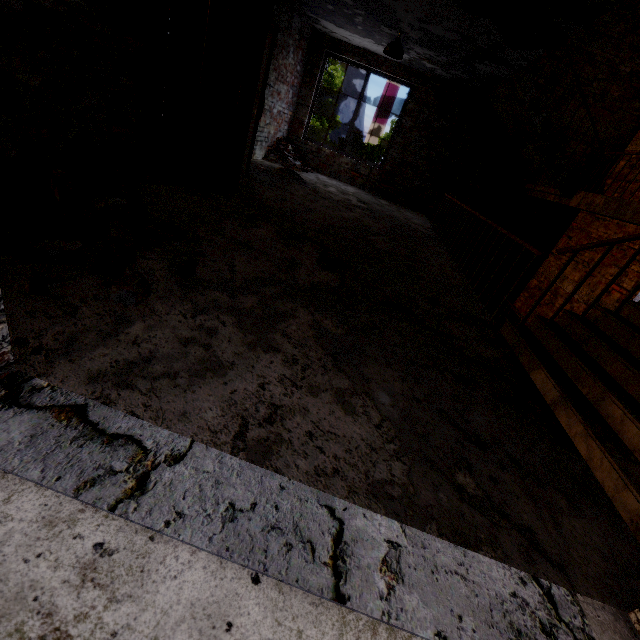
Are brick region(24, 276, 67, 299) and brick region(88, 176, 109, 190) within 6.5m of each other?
yes

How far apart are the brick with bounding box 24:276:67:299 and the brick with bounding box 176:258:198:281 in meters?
0.6 m

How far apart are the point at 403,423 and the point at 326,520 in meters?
0.7 m

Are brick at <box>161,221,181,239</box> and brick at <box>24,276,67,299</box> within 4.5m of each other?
yes

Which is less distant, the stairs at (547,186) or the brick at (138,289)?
the brick at (138,289)

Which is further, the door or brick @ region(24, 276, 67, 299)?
the door

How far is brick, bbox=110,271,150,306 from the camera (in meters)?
1.64

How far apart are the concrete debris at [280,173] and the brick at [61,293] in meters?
5.7 m
